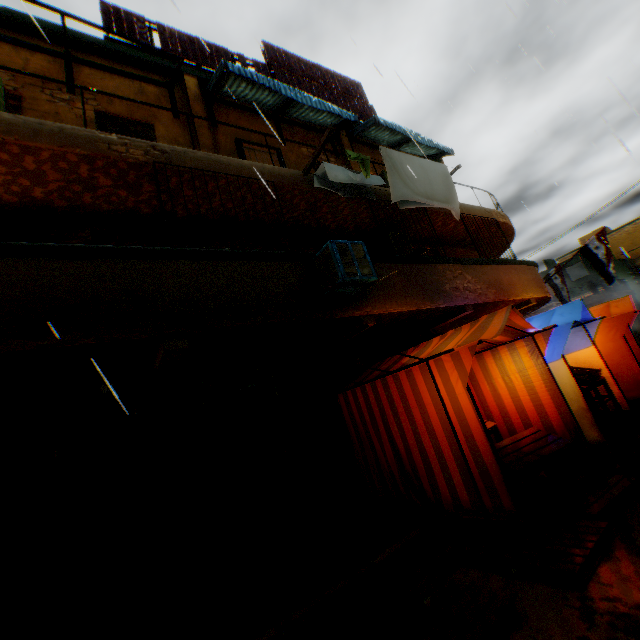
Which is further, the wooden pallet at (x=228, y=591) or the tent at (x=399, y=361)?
the tent at (x=399, y=361)

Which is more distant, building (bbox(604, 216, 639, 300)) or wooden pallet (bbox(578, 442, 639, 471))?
building (bbox(604, 216, 639, 300))

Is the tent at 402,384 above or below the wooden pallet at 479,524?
above

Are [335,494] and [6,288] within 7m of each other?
yes

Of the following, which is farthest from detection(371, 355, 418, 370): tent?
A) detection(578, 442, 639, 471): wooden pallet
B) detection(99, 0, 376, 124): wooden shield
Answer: detection(99, 0, 376, 124): wooden shield

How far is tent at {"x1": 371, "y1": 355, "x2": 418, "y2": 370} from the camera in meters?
5.5

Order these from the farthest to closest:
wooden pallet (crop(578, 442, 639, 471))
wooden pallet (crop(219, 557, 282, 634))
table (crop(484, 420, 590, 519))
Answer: wooden pallet (crop(578, 442, 639, 471)) < table (crop(484, 420, 590, 519)) < wooden pallet (crop(219, 557, 282, 634))

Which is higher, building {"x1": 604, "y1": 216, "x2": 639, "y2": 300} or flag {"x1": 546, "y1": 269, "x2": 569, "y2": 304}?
building {"x1": 604, "y1": 216, "x2": 639, "y2": 300}
